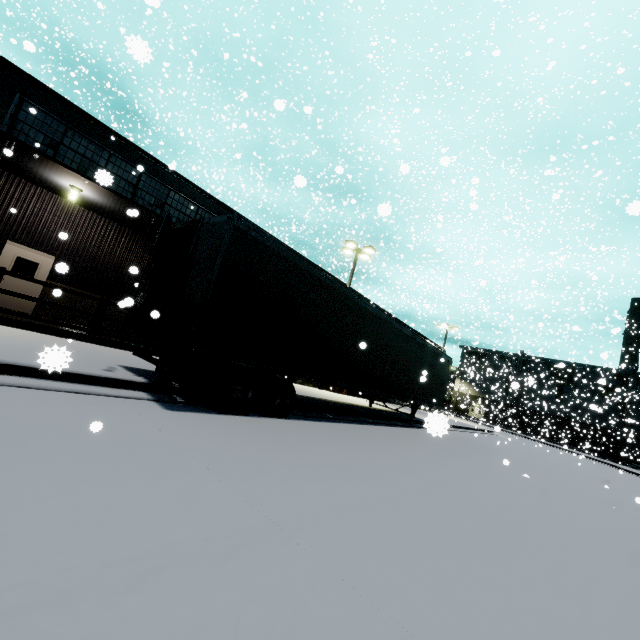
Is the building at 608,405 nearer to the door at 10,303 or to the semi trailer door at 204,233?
the door at 10,303

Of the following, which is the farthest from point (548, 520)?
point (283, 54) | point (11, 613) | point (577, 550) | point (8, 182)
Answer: point (283, 54)

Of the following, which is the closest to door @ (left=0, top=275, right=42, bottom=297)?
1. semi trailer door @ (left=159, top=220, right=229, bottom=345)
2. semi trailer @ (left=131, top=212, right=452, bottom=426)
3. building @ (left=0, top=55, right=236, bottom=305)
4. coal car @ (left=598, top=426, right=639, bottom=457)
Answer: building @ (left=0, top=55, right=236, bottom=305)

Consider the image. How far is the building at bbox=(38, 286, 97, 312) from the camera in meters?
13.0

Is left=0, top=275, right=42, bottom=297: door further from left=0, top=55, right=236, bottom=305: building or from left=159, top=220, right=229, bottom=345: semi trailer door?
left=159, top=220, right=229, bottom=345: semi trailer door

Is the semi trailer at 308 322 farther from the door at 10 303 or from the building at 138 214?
the door at 10 303

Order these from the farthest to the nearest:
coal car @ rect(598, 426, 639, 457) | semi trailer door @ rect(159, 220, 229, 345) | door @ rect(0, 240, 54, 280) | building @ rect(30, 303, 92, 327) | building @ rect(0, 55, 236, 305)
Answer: coal car @ rect(598, 426, 639, 457), building @ rect(30, 303, 92, 327), door @ rect(0, 240, 54, 280), building @ rect(0, 55, 236, 305), semi trailer door @ rect(159, 220, 229, 345)
